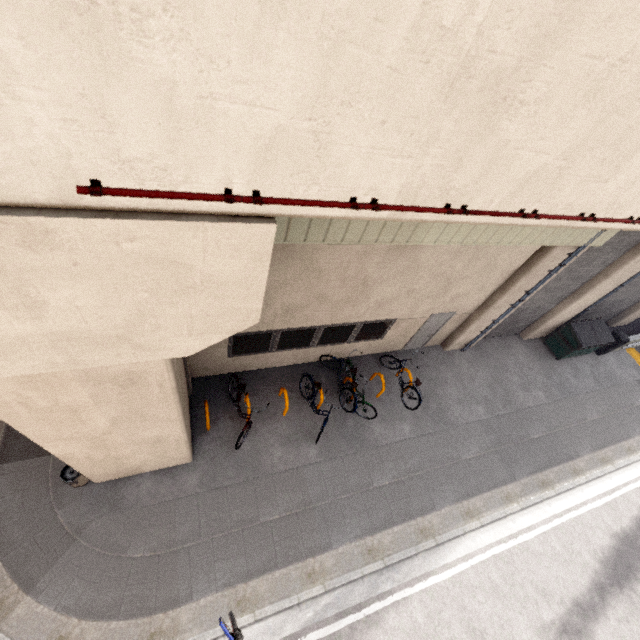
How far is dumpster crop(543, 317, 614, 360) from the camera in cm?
1234

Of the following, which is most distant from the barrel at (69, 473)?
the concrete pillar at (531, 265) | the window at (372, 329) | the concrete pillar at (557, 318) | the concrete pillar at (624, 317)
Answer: the concrete pillar at (624, 317)

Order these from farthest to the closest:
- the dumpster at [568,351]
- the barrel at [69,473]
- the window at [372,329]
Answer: the dumpster at [568,351] → the window at [372,329] → the barrel at [69,473]

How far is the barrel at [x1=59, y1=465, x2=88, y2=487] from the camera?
6.4 meters

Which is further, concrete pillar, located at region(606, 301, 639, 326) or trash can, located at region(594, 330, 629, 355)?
concrete pillar, located at region(606, 301, 639, 326)

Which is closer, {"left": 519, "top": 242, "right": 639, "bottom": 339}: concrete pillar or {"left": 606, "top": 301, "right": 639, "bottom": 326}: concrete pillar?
{"left": 519, "top": 242, "right": 639, "bottom": 339}: concrete pillar

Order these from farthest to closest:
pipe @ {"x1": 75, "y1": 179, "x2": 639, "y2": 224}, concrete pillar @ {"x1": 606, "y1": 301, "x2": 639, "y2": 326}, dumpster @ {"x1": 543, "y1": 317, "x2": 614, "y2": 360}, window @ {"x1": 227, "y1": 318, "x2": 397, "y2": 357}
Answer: concrete pillar @ {"x1": 606, "y1": 301, "x2": 639, "y2": 326}
dumpster @ {"x1": 543, "y1": 317, "x2": 614, "y2": 360}
window @ {"x1": 227, "y1": 318, "x2": 397, "y2": 357}
pipe @ {"x1": 75, "y1": 179, "x2": 639, "y2": 224}

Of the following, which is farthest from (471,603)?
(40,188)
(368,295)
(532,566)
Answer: (40,188)
